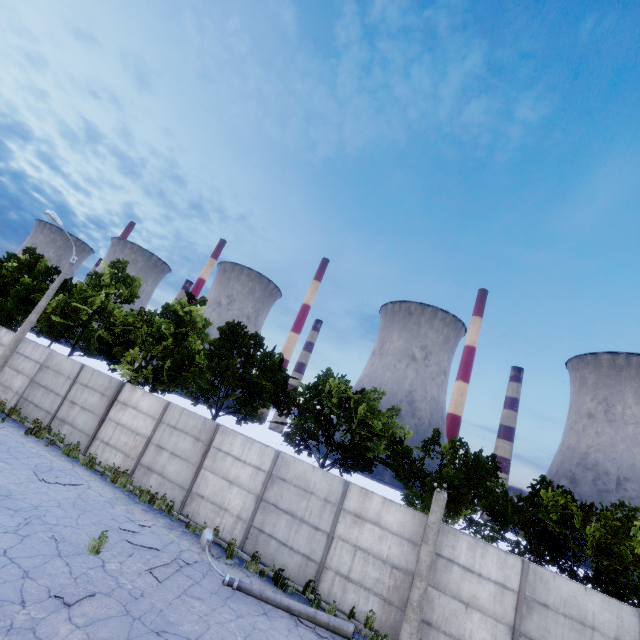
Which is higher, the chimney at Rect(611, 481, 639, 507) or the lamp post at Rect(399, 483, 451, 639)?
the chimney at Rect(611, 481, 639, 507)

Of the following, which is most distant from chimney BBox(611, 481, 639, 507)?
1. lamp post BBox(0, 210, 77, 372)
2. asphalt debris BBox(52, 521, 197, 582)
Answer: lamp post BBox(0, 210, 77, 372)

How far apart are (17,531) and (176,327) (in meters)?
13.98

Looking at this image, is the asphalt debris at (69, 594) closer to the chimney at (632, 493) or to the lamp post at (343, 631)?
the lamp post at (343, 631)

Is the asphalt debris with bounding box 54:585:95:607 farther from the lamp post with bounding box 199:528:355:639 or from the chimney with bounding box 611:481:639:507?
the chimney with bounding box 611:481:639:507

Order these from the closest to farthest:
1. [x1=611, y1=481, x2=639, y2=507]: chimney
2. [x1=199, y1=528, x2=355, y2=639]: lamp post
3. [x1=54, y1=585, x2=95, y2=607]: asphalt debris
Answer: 1. [x1=54, y1=585, x2=95, y2=607]: asphalt debris
2. [x1=199, y1=528, x2=355, y2=639]: lamp post
3. [x1=611, y1=481, x2=639, y2=507]: chimney

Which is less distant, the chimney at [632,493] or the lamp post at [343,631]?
Result: the lamp post at [343,631]

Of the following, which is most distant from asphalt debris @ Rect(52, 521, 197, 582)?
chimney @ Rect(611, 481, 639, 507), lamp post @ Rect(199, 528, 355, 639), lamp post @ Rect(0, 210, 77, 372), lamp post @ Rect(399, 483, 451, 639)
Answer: chimney @ Rect(611, 481, 639, 507)
